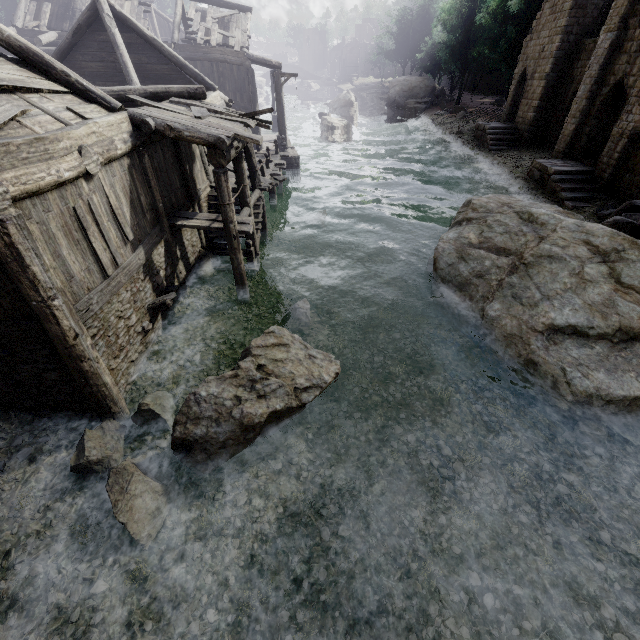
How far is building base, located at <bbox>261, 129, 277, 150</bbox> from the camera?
26.55m

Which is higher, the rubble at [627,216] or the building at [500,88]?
the building at [500,88]

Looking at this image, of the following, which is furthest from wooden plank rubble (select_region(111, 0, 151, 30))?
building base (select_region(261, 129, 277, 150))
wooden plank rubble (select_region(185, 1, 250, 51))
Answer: building base (select_region(261, 129, 277, 150))

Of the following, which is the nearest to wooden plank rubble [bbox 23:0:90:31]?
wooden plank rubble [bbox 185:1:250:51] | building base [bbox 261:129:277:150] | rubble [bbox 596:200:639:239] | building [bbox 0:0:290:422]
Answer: building [bbox 0:0:290:422]

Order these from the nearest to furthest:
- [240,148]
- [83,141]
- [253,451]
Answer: [83,141], [253,451], [240,148]

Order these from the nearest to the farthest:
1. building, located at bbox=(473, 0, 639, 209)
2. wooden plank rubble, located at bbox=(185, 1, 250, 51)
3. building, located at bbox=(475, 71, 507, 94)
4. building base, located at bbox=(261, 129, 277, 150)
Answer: building, located at bbox=(473, 0, 639, 209) → wooden plank rubble, located at bbox=(185, 1, 250, 51) → building base, located at bbox=(261, 129, 277, 150) → building, located at bbox=(475, 71, 507, 94)

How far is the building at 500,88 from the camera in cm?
5328

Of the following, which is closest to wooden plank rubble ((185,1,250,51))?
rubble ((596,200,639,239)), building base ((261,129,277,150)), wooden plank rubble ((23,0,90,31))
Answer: wooden plank rubble ((23,0,90,31))
